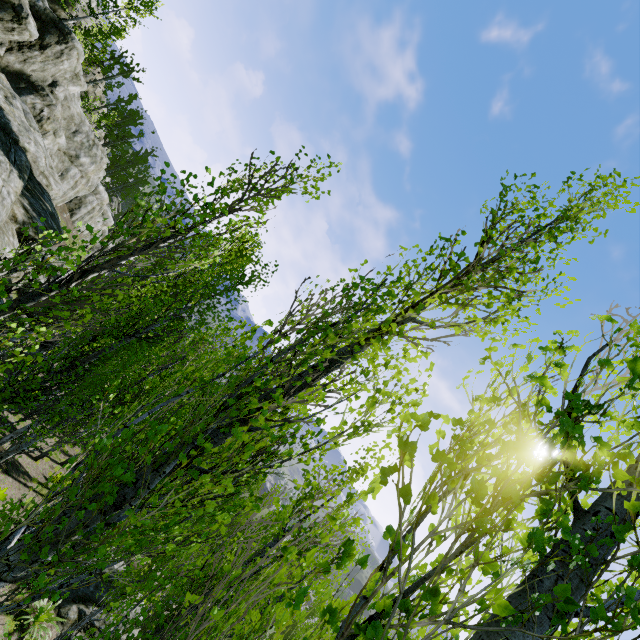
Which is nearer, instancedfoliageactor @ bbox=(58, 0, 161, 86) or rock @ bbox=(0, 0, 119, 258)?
rock @ bbox=(0, 0, 119, 258)

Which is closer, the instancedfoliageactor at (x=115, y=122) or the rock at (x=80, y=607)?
the rock at (x=80, y=607)

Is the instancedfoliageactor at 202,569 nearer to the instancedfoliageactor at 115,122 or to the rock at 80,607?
the instancedfoliageactor at 115,122

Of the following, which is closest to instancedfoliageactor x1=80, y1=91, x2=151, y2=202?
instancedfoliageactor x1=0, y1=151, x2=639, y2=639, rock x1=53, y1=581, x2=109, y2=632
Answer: rock x1=53, y1=581, x2=109, y2=632

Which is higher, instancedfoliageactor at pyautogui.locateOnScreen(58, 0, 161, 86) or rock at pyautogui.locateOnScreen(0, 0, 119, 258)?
instancedfoliageactor at pyautogui.locateOnScreen(58, 0, 161, 86)

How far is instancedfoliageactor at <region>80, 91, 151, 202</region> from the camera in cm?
3931

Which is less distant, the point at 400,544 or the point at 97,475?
the point at 400,544
